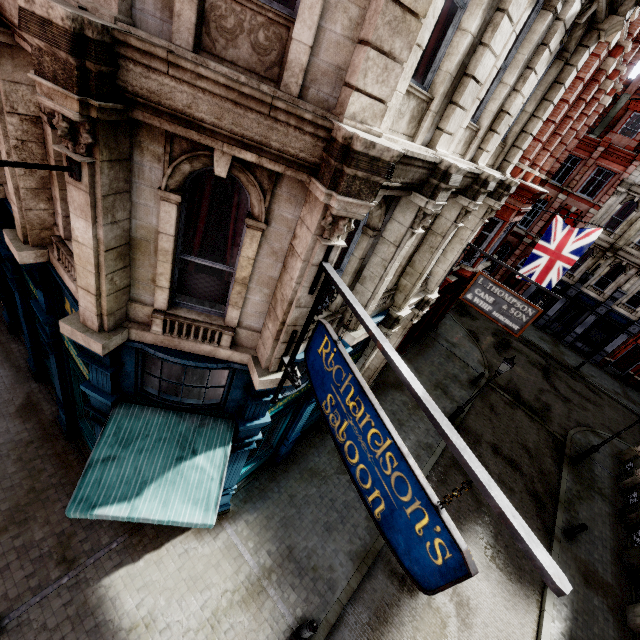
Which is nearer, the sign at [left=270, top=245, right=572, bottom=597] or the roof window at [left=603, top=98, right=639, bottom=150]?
the sign at [left=270, top=245, right=572, bottom=597]

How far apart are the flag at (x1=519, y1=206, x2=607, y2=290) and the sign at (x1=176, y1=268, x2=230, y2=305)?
15.1 meters

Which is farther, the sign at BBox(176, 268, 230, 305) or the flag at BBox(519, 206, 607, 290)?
the flag at BBox(519, 206, 607, 290)

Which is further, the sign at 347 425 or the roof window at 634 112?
the roof window at 634 112

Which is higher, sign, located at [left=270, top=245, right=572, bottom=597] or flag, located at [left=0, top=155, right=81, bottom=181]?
flag, located at [left=0, top=155, right=81, bottom=181]

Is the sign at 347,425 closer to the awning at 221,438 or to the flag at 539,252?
the awning at 221,438

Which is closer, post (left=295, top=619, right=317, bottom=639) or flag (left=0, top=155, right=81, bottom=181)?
flag (left=0, top=155, right=81, bottom=181)

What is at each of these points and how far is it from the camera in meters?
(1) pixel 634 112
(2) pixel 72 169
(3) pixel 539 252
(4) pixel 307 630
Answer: (1) roof window, 23.3
(2) flag, 3.5
(3) flag, 15.0
(4) post, 7.4
